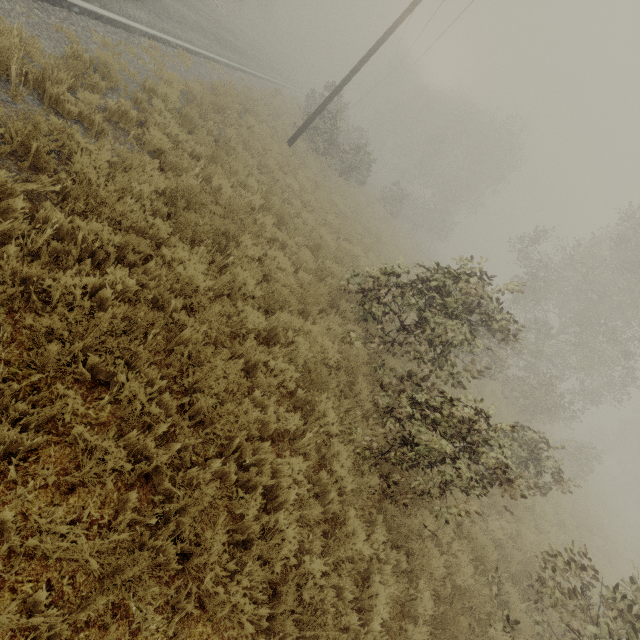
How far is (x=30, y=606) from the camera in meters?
2.1 m
